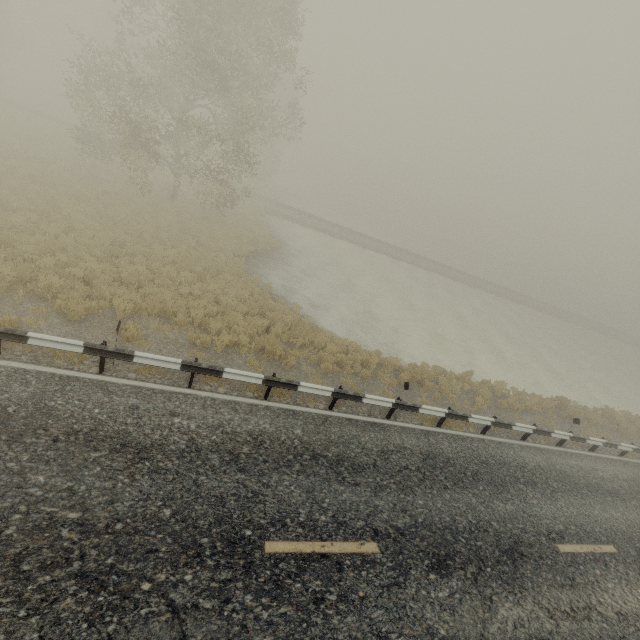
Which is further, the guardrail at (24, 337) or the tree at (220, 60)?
the tree at (220, 60)

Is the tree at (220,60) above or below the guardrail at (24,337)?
above

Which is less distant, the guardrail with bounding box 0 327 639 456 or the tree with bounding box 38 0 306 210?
the guardrail with bounding box 0 327 639 456

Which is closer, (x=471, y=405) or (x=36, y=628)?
(x=36, y=628)

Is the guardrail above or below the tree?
below
